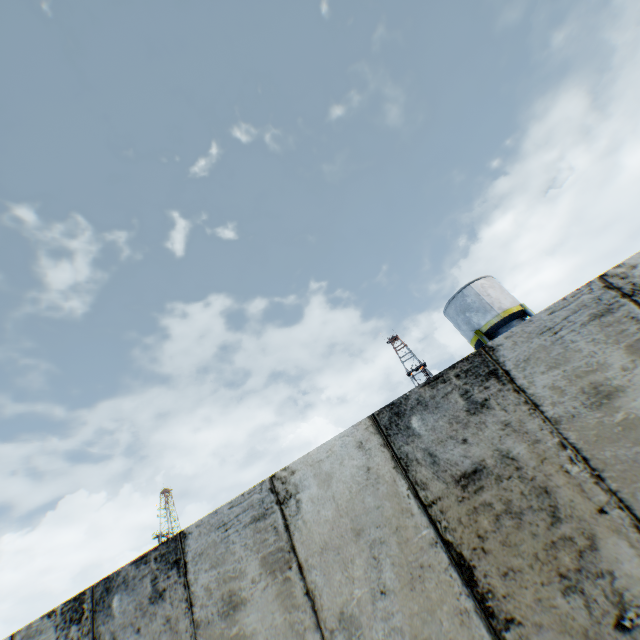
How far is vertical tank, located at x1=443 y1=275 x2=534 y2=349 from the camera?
20.0m

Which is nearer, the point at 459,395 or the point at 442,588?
the point at 442,588

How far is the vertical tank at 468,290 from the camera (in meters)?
19.97
